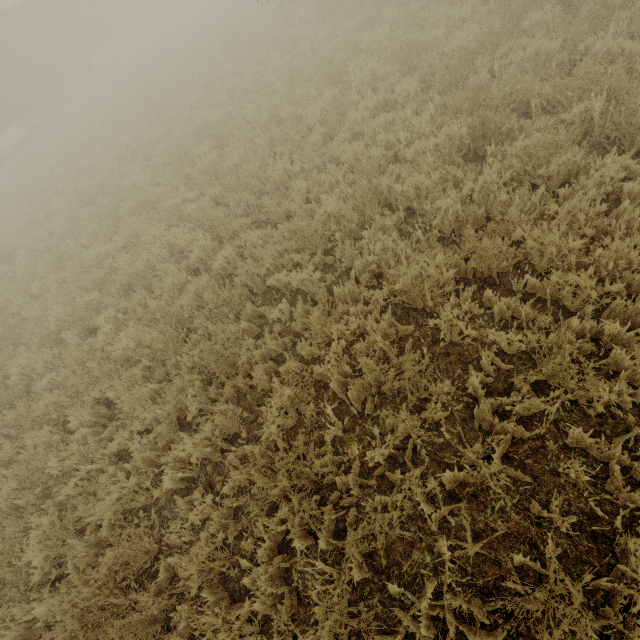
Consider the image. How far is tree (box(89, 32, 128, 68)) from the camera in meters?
33.7

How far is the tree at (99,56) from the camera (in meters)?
33.66

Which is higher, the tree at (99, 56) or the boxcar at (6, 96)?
the boxcar at (6, 96)

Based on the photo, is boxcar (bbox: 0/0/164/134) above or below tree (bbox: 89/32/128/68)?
above

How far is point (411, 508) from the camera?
2.9 meters

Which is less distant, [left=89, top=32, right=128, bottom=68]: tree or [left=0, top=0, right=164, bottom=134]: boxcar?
[left=0, top=0, right=164, bottom=134]: boxcar
